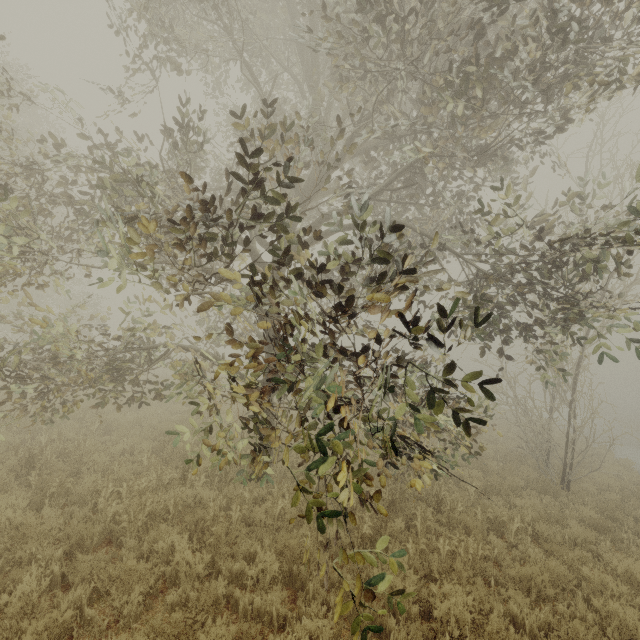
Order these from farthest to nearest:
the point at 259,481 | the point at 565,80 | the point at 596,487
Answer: the point at 596,487, the point at 259,481, the point at 565,80
